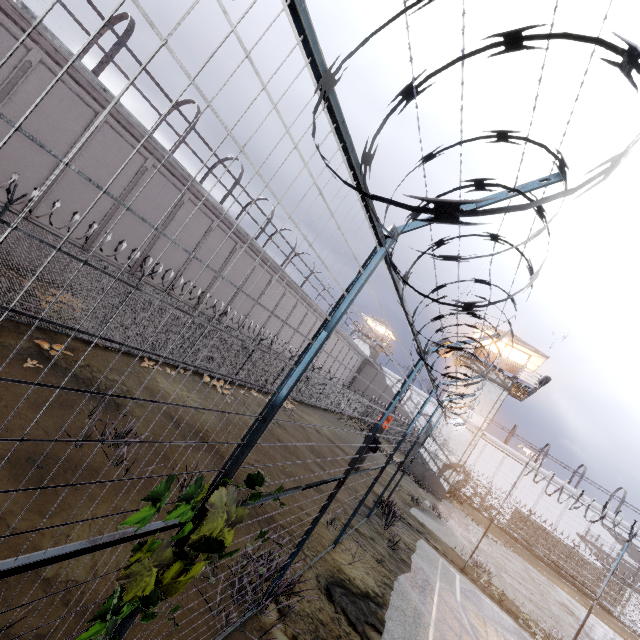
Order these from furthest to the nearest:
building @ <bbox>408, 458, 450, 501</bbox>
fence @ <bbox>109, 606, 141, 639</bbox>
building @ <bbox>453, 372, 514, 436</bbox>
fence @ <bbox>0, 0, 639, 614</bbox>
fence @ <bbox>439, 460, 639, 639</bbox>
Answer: building @ <bbox>453, 372, 514, 436</bbox> → building @ <bbox>408, 458, 450, 501</bbox> → fence @ <bbox>439, 460, 639, 639</bbox> → fence @ <bbox>109, 606, 141, 639</bbox> → fence @ <bbox>0, 0, 639, 614</bbox>

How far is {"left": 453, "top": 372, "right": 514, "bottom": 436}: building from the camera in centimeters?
2706cm

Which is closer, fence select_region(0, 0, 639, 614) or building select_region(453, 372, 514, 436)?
fence select_region(0, 0, 639, 614)

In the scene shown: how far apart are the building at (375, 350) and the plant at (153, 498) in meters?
50.2 m

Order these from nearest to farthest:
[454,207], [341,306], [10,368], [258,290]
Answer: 1. [454,207]
2. [341,306]
3. [10,368]
4. [258,290]

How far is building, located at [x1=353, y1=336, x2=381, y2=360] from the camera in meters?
52.8 m

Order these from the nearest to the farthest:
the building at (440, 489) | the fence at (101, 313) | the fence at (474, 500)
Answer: the fence at (101, 313)
the fence at (474, 500)
the building at (440, 489)
